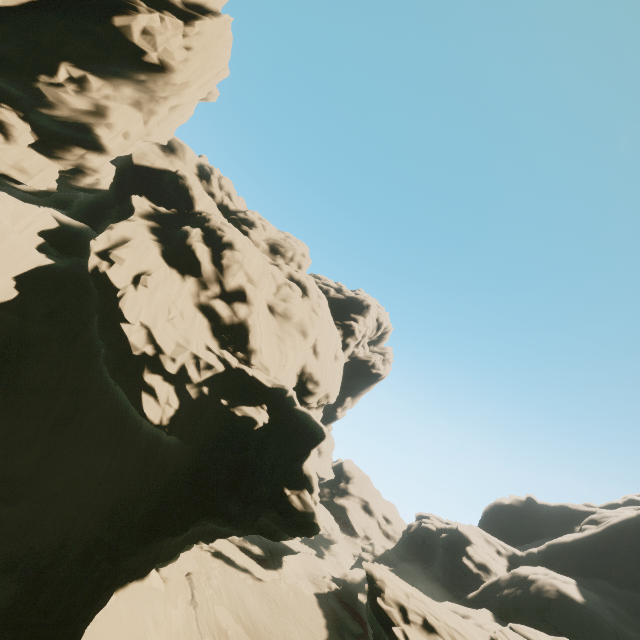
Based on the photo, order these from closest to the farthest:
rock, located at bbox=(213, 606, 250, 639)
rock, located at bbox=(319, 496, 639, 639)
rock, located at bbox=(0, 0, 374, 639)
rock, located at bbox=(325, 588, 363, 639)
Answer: rock, located at bbox=(0, 0, 374, 639) < rock, located at bbox=(319, 496, 639, 639) < rock, located at bbox=(213, 606, 250, 639) < rock, located at bbox=(325, 588, 363, 639)

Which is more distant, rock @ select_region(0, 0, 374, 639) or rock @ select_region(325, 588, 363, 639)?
rock @ select_region(325, 588, 363, 639)

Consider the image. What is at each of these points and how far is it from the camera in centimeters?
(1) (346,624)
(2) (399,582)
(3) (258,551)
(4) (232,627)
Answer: (1) rock, 4094cm
(2) rock, 2228cm
(3) rock, 4553cm
(4) rock, 3328cm

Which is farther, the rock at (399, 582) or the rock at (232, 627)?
the rock at (232, 627)

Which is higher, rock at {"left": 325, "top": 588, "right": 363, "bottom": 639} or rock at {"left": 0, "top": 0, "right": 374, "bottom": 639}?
rock at {"left": 0, "top": 0, "right": 374, "bottom": 639}
